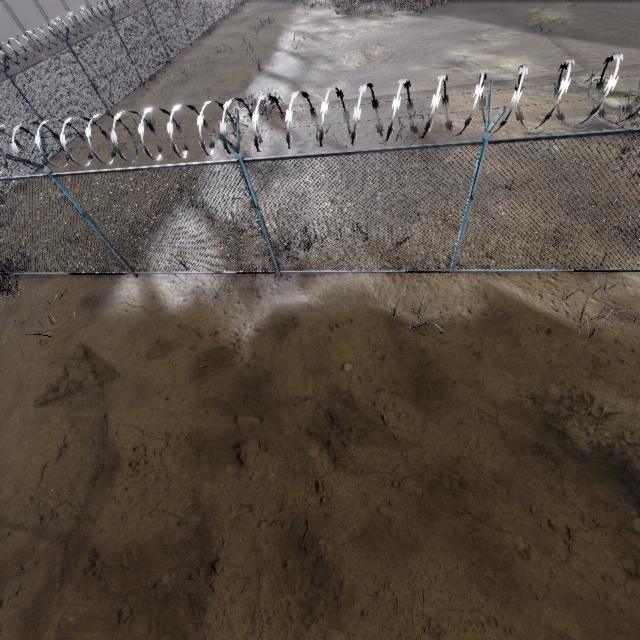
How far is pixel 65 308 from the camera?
8.7m
